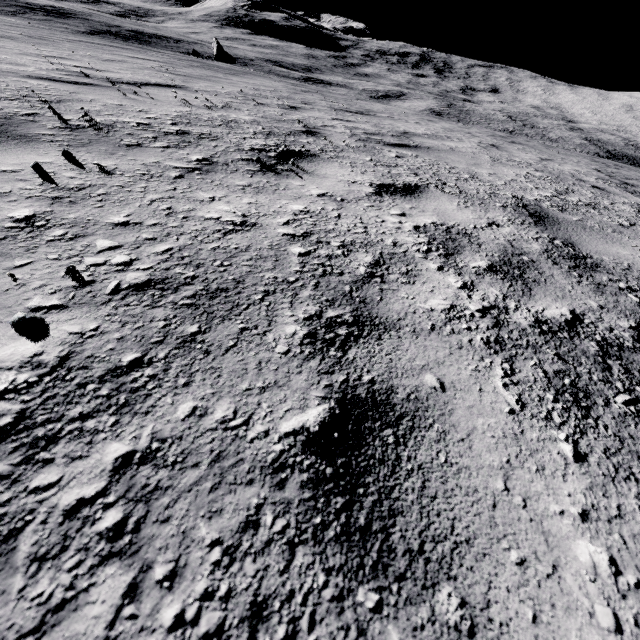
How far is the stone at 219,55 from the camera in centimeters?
3625cm

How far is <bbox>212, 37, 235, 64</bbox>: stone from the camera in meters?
36.2

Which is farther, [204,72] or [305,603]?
[204,72]
